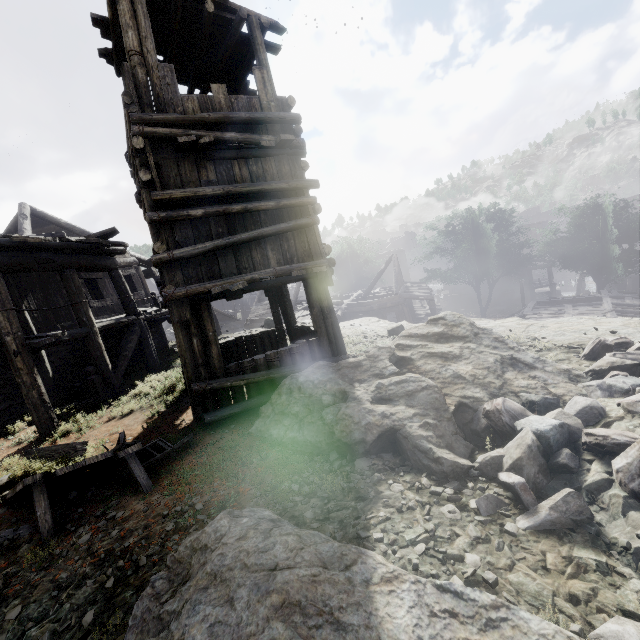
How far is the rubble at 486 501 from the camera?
3.3m

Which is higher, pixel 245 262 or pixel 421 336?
pixel 245 262

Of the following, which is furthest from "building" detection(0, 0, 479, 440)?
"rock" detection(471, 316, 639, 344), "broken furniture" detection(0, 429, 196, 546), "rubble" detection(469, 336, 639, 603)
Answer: "rubble" detection(469, 336, 639, 603)

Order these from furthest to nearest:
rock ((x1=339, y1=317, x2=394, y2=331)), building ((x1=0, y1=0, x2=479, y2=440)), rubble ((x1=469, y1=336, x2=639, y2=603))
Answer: rock ((x1=339, y1=317, x2=394, y2=331))
building ((x1=0, y1=0, x2=479, y2=440))
rubble ((x1=469, y1=336, x2=639, y2=603))

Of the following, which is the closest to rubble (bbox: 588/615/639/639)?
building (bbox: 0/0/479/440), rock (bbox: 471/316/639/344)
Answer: rock (bbox: 471/316/639/344)

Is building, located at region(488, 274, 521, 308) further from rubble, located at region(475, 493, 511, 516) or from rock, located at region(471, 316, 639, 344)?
rubble, located at region(475, 493, 511, 516)

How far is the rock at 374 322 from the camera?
13.54m

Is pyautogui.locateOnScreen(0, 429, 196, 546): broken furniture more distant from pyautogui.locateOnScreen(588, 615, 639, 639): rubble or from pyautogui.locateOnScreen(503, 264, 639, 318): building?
pyautogui.locateOnScreen(588, 615, 639, 639): rubble
